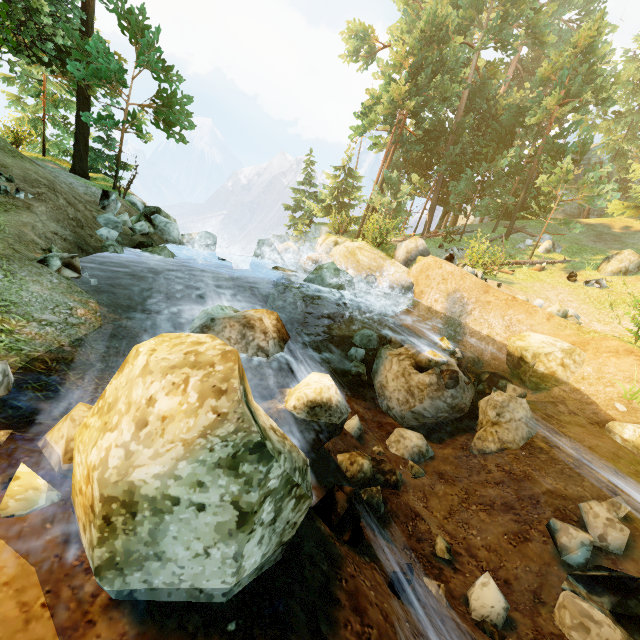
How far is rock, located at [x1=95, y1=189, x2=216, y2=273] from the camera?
10.46m

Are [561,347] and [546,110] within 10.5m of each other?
no

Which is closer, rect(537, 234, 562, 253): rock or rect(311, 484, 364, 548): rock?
rect(311, 484, 364, 548): rock

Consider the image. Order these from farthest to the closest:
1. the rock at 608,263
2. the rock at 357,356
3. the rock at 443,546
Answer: the rock at 608,263
the rock at 357,356
the rock at 443,546

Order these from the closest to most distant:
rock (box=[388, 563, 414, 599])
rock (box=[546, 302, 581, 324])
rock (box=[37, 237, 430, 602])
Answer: rock (box=[37, 237, 430, 602])
rock (box=[388, 563, 414, 599])
rock (box=[546, 302, 581, 324])

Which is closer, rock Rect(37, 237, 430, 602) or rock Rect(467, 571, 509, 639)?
rock Rect(37, 237, 430, 602)

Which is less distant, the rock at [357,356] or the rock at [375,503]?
the rock at [375,503]

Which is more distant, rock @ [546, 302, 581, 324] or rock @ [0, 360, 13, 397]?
rock @ [546, 302, 581, 324]
